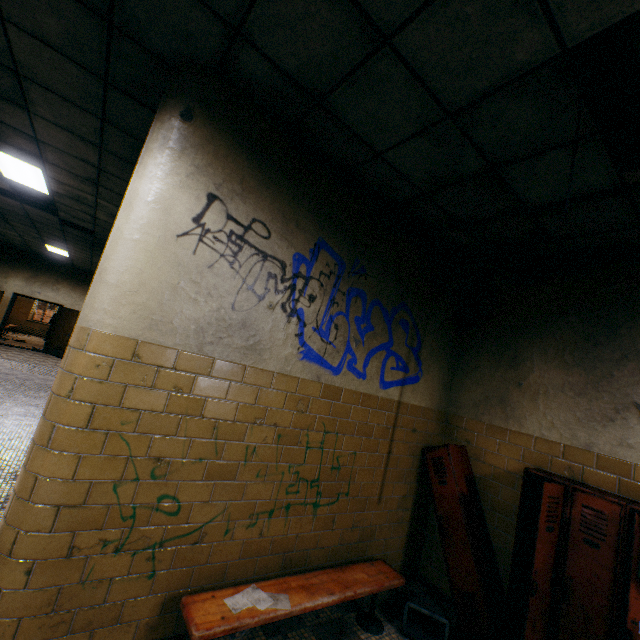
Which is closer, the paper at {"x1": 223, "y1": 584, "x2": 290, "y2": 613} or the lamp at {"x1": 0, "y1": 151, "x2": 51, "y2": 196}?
the paper at {"x1": 223, "y1": 584, "x2": 290, "y2": 613}

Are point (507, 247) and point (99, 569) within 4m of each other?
no

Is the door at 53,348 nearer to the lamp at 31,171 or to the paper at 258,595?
the lamp at 31,171

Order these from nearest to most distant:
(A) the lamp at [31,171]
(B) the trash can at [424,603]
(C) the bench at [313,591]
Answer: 1. (C) the bench at [313,591]
2. (B) the trash can at [424,603]
3. (A) the lamp at [31,171]

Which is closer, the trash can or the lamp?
the trash can

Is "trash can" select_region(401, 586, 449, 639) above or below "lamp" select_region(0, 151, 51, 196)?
below

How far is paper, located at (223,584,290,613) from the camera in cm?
215

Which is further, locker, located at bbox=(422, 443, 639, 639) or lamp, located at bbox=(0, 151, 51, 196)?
lamp, located at bbox=(0, 151, 51, 196)
